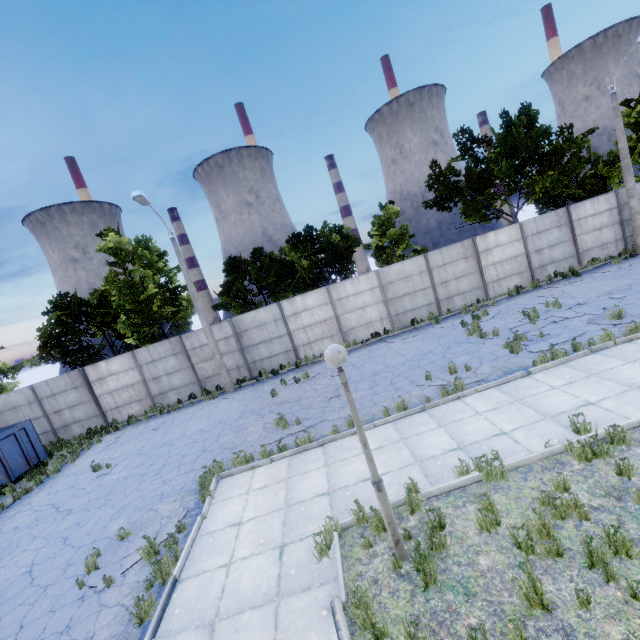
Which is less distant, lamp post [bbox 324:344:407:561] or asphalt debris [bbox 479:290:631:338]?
lamp post [bbox 324:344:407:561]

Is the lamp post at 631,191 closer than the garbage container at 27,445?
No

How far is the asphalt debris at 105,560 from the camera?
6.4m

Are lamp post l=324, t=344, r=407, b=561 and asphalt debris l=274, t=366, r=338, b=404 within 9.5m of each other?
yes

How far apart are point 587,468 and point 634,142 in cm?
2576

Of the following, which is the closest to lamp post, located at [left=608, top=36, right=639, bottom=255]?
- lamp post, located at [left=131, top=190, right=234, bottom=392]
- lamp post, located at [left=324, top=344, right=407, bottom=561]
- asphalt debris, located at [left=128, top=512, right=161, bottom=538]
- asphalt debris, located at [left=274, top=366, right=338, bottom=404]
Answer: asphalt debris, located at [left=274, top=366, right=338, bottom=404]

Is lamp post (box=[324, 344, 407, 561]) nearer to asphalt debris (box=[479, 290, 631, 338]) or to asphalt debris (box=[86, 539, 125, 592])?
asphalt debris (box=[86, 539, 125, 592])

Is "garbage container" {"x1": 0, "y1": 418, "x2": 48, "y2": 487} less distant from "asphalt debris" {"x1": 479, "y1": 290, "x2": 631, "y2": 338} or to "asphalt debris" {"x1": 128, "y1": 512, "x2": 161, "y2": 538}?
"asphalt debris" {"x1": 128, "y1": 512, "x2": 161, "y2": 538}
